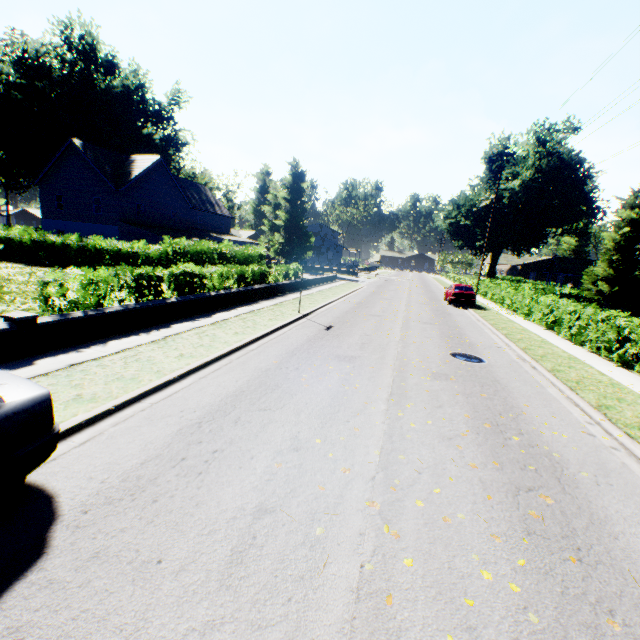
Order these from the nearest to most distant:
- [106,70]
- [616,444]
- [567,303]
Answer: [616,444] < [567,303] < [106,70]

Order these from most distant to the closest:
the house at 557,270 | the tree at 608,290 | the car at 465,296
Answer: the house at 557,270, the tree at 608,290, the car at 465,296

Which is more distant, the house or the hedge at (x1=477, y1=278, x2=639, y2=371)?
the house

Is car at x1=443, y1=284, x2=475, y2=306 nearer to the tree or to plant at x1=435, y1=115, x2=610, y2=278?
the tree

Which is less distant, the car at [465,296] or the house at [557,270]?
the car at [465,296]

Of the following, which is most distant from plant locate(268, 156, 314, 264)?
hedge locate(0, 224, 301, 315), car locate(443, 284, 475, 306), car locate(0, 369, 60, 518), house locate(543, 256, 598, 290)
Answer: car locate(0, 369, 60, 518)

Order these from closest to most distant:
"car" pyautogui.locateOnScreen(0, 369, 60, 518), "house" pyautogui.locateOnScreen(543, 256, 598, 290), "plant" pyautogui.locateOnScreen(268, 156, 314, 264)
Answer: "car" pyautogui.locateOnScreen(0, 369, 60, 518) < "house" pyautogui.locateOnScreen(543, 256, 598, 290) < "plant" pyautogui.locateOnScreen(268, 156, 314, 264)

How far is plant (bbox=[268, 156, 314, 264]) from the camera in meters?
47.0 m
